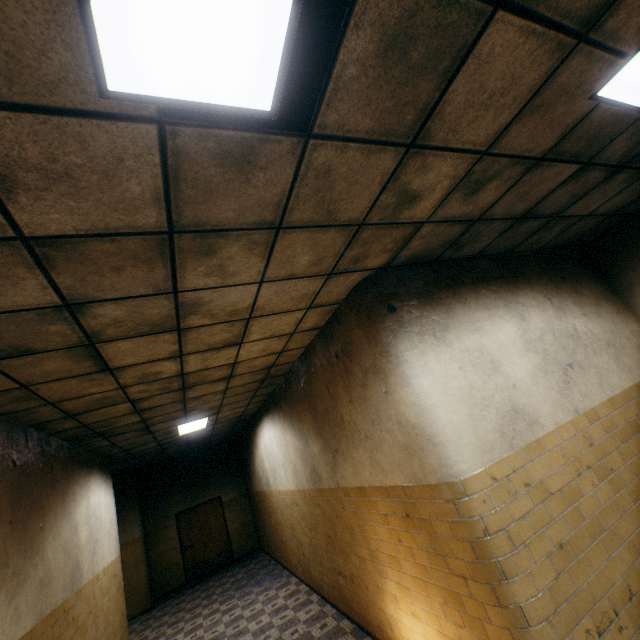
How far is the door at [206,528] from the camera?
11.1m

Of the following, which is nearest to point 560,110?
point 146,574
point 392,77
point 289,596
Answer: point 392,77

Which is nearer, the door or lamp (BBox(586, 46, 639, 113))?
lamp (BBox(586, 46, 639, 113))

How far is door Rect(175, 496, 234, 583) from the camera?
11.1 meters

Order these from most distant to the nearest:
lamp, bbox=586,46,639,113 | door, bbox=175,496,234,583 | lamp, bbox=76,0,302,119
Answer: door, bbox=175,496,234,583
lamp, bbox=586,46,639,113
lamp, bbox=76,0,302,119

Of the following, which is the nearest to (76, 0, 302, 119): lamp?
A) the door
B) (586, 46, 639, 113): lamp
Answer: (586, 46, 639, 113): lamp

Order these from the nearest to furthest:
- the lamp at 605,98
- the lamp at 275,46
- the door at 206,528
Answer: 1. the lamp at 275,46
2. the lamp at 605,98
3. the door at 206,528
